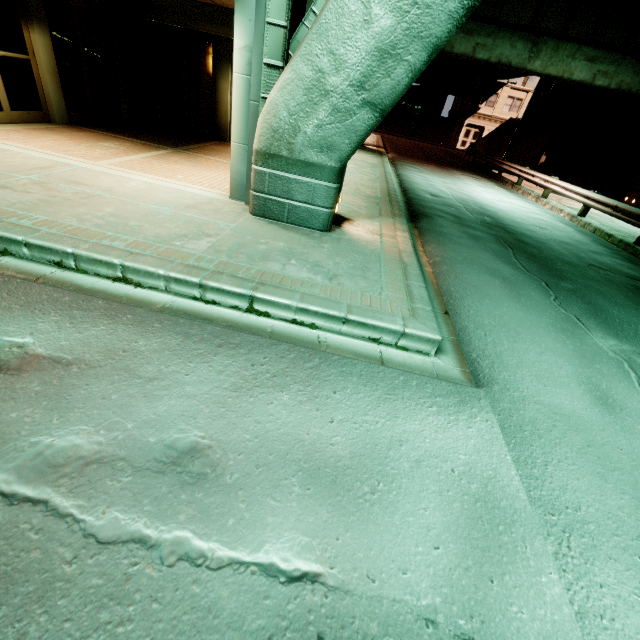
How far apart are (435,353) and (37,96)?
11.88m

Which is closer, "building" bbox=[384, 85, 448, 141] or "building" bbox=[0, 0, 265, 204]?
"building" bbox=[0, 0, 265, 204]

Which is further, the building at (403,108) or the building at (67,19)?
the building at (403,108)

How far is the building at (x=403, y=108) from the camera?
44.1 meters

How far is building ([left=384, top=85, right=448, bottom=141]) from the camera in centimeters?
4406cm
